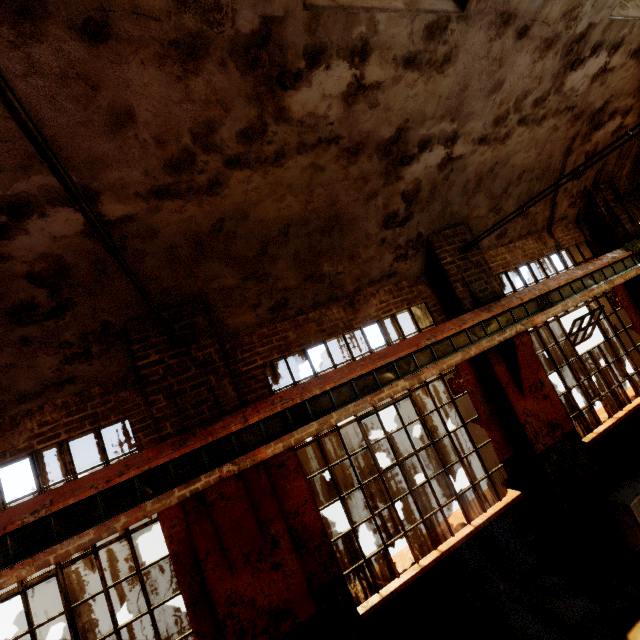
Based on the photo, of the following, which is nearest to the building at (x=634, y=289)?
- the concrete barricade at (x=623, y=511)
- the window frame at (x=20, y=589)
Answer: the window frame at (x=20, y=589)

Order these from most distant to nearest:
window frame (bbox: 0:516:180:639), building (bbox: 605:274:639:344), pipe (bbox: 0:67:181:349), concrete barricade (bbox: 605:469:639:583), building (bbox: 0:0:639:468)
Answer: building (bbox: 605:274:639:344), concrete barricade (bbox: 605:469:639:583), window frame (bbox: 0:516:180:639), building (bbox: 0:0:639:468), pipe (bbox: 0:67:181:349)

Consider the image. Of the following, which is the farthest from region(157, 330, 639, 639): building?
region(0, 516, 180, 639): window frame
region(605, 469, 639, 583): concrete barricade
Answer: region(605, 469, 639, 583): concrete barricade

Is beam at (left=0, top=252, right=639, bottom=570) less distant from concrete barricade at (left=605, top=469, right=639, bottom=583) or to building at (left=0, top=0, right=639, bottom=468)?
building at (left=0, top=0, right=639, bottom=468)

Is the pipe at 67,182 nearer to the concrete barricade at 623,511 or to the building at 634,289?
the building at 634,289

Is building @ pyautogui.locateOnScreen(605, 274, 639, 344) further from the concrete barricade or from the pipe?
the concrete barricade

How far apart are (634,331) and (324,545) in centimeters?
826cm

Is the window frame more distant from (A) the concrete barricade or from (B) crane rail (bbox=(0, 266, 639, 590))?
(A) the concrete barricade
